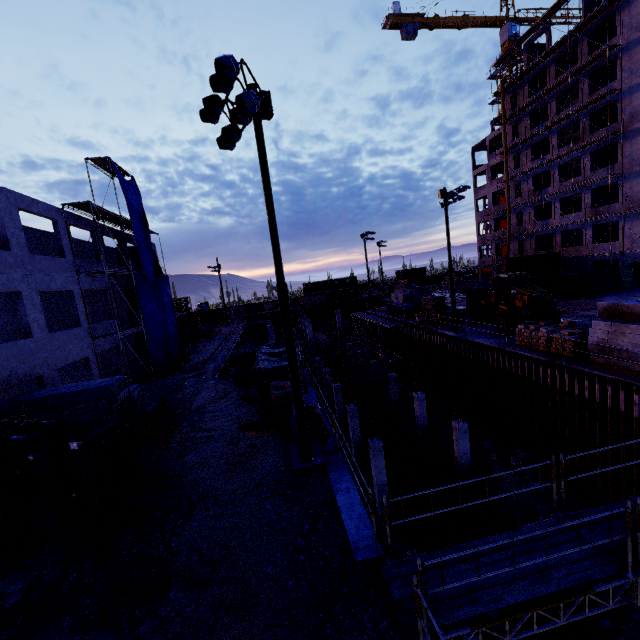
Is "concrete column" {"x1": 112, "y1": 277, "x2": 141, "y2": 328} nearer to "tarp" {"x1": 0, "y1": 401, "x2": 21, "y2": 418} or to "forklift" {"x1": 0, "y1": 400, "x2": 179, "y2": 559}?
"tarp" {"x1": 0, "y1": 401, "x2": 21, "y2": 418}

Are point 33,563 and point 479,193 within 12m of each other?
no

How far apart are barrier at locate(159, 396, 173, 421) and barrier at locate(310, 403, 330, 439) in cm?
719

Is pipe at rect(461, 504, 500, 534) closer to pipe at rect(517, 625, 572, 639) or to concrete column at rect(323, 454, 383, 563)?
pipe at rect(517, 625, 572, 639)

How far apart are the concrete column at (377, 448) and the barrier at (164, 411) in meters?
10.1

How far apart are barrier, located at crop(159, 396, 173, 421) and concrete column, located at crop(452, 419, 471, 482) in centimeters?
1493cm

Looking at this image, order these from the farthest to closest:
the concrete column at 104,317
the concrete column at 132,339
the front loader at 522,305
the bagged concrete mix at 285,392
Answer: the concrete column at 132,339
the front loader at 522,305
the concrete column at 104,317
the bagged concrete mix at 285,392

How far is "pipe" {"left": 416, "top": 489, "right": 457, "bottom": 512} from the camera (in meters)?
15.77
